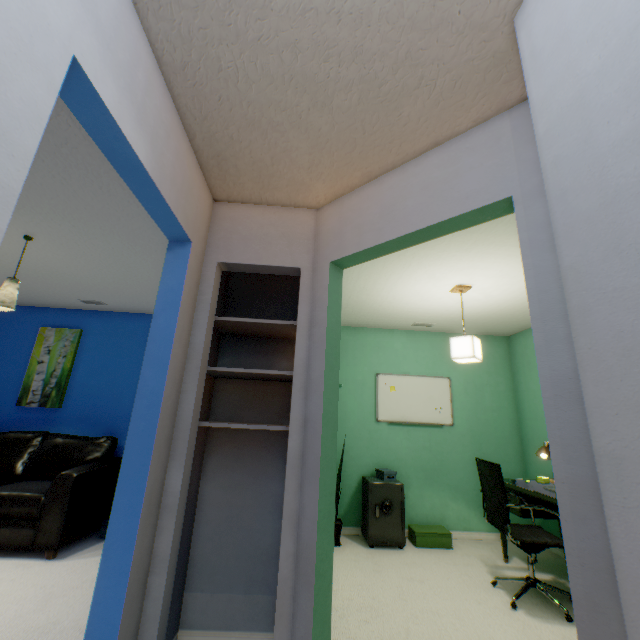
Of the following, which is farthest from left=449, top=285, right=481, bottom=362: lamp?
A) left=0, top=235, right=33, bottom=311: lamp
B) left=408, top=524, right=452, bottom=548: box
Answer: left=0, top=235, right=33, bottom=311: lamp

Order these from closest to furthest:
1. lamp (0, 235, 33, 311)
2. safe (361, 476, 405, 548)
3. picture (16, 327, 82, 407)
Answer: lamp (0, 235, 33, 311) < safe (361, 476, 405, 548) < picture (16, 327, 82, 407)

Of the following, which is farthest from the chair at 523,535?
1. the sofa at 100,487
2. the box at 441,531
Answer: the sofa at 100,487

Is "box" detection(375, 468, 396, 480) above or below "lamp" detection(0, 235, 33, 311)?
below

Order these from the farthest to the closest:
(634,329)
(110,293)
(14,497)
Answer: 1. (110,293)
2. (14,497)
3. (634,329)

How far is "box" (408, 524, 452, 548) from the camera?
3.4m

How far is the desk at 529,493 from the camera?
2.6m

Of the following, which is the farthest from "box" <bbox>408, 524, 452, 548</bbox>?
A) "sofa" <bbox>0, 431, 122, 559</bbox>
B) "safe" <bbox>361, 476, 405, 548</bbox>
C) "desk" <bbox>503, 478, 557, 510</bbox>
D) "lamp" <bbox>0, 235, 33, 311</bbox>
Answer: "lamp" <bbox>0, 235, 33, 311</bbox>
